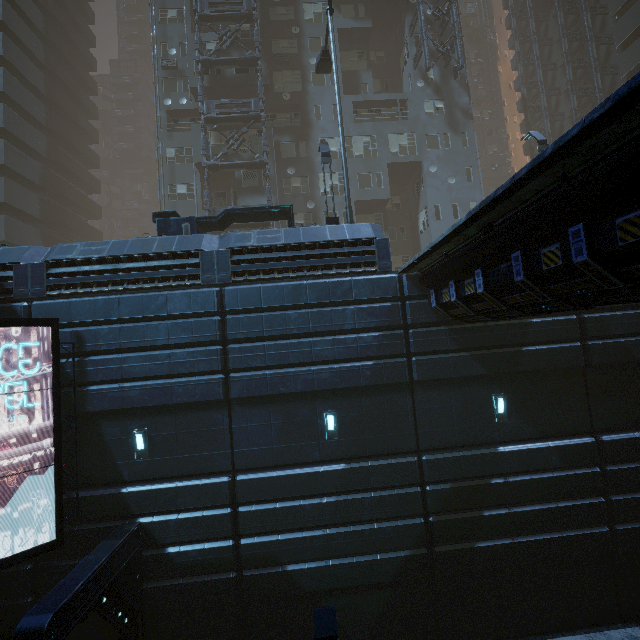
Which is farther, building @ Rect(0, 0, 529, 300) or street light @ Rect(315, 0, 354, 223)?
street light @ Rect(315, 0, 354, 223)

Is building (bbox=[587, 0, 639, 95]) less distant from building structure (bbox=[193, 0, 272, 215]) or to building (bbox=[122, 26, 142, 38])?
building structure (bbox=[193, 0, 272, 215])

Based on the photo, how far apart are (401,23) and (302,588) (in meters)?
40.01

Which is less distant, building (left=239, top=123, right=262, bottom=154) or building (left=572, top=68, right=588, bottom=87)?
building (left=239, top=123, right=262, bottom=154)

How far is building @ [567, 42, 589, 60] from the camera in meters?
32.3

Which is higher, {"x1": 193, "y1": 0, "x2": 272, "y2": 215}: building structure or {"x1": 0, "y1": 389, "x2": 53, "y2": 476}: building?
{"x1": 193, "y1": 0, "x2": 272, "y2": 215}: building structure

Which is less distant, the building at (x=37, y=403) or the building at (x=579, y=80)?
the building at (x=37, y=403)
